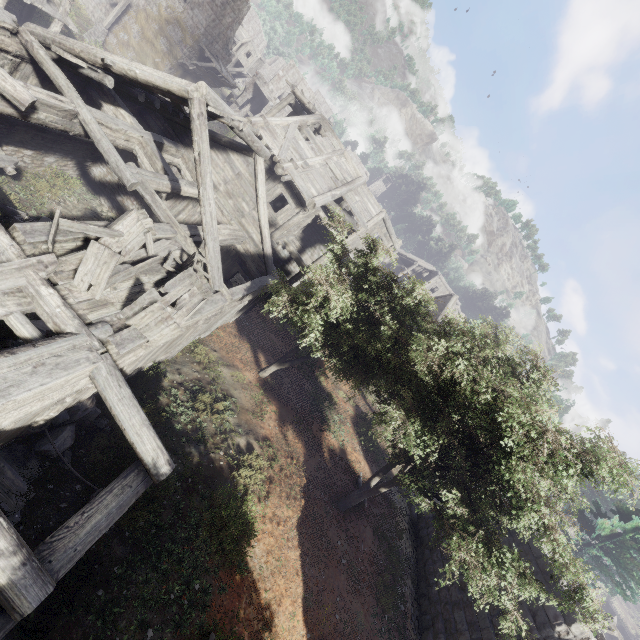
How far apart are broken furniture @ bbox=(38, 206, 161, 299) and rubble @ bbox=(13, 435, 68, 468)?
2.42m

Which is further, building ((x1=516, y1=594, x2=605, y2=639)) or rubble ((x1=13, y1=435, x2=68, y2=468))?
building ((x1=516, y1=594, x2=605, y2=639))

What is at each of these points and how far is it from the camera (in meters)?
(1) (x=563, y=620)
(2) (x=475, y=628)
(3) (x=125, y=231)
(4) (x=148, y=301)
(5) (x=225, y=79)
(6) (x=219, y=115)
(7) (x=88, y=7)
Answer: (1) building, 9.49
(2) building, 10.59
(3) broken furniture, 7.16
(4) broken furniture, 6.36
(5) wooden plank rubble, 29.08
(6) wooden plank rubble, 9.15
(7) building, 26.45

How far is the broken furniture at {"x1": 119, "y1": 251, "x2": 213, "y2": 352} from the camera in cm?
636

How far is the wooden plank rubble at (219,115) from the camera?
8.82m

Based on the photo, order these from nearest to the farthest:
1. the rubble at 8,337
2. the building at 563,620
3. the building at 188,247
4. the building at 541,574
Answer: the building at 188,247 < the rubble at 8,337 < the building at 563,620 < the building at 541,574

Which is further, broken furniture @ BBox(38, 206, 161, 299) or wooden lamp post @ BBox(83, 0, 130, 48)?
wooden lamp post @ BBox(83, 0, 130, 48)

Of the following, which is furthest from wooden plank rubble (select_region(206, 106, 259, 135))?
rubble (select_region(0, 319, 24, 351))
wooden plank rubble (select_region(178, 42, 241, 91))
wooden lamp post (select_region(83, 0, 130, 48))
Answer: wooden lamp post (select_region(83, 0, 130, 48))
